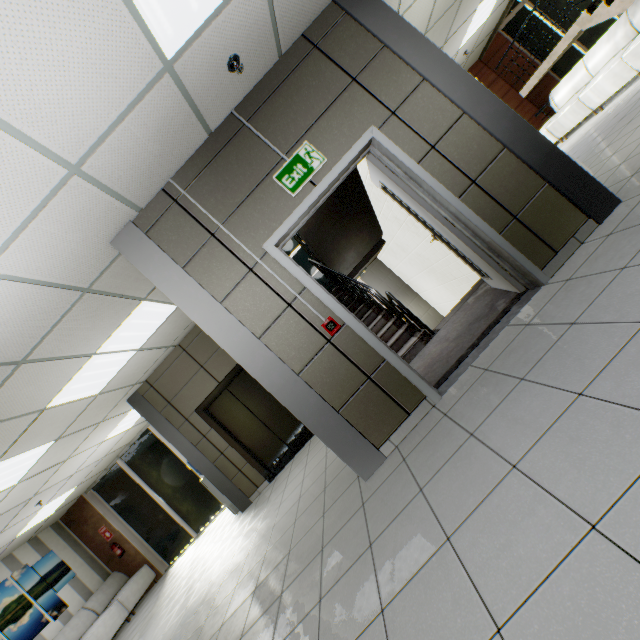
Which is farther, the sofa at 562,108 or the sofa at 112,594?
the sofa at 112,594

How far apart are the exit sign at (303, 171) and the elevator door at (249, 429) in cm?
438

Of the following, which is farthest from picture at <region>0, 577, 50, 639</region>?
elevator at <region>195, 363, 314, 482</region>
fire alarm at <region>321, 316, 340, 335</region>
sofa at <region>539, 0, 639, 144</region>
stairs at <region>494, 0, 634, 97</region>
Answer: stairs at <region>494, 0, 634, 97</region>

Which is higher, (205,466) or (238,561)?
(205,466)

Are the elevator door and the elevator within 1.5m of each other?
yes

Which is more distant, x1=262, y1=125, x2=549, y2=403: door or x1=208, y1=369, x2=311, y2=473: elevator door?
x1=208, y1=369, x2=311, y2=473: elevator door

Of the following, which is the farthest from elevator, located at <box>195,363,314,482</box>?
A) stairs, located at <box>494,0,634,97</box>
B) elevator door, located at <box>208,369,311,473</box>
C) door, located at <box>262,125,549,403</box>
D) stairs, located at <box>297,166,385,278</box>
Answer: stairs, located at <box>494,0,634,97</box>

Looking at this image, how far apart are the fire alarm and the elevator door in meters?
4.0 m
